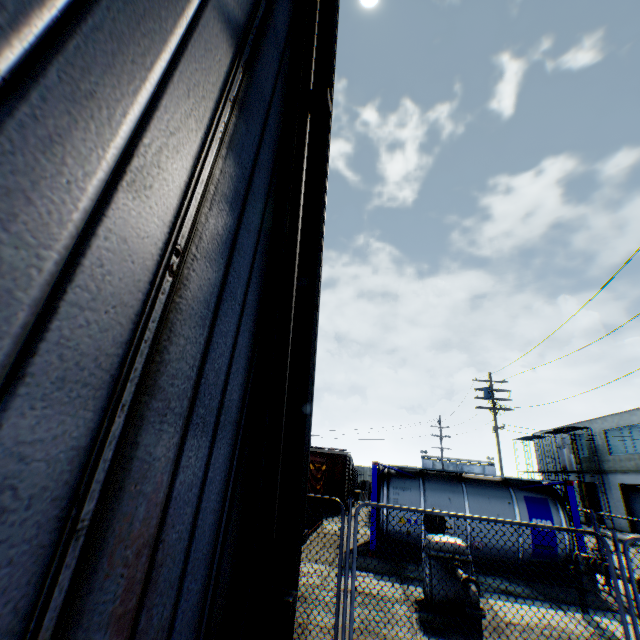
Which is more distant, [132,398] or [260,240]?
[260,240]

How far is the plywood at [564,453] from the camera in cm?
3278

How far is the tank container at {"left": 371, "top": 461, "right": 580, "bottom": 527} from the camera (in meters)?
11.02

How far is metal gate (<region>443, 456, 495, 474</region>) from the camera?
52.8m

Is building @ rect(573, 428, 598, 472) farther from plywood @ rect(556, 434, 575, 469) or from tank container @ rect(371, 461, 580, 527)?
tank container @ rect(371, 461, 580, 527)

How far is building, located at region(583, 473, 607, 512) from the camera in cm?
3216

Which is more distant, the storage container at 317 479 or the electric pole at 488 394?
the electric pole at 488 394

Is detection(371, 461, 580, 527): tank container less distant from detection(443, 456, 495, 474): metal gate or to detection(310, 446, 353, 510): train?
detection(310, 446, 353, 510): train
